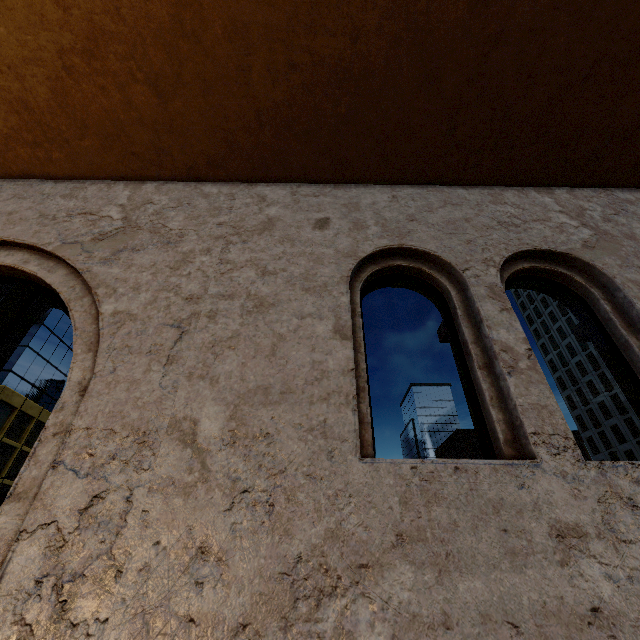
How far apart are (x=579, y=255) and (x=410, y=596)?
2.67m
